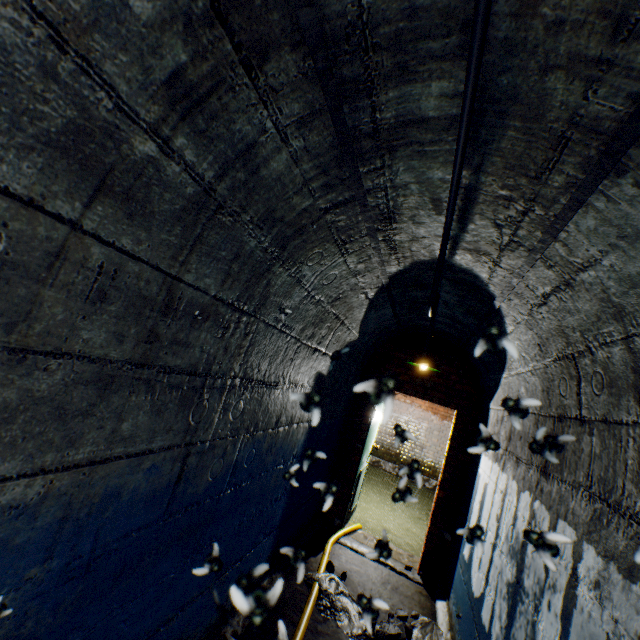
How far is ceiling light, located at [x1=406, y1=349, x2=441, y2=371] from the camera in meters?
4.1 m

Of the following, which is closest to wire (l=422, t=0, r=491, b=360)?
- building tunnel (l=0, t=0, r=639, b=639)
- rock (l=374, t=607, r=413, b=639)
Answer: building tunnel (l=0, t=0, r=639, b=639)

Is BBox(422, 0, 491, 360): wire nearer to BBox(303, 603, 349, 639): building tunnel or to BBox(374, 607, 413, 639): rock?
BBox(303, 603, 349, 639): building tunnel

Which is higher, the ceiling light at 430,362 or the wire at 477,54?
the wire at 477,54

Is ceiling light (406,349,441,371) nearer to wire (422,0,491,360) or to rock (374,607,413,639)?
wire (422,0,491,360)

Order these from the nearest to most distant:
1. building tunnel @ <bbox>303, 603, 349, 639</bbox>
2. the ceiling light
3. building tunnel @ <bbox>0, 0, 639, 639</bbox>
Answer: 1. building tunnel @ <bbox>0, 0, 639, 639</bbox>
2. building tunnel @ <bbox>303, 603, 349, 639</bbox>
3. the ceiling light

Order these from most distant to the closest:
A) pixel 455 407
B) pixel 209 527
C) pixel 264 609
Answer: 1. pixel 455 407
2. pixel 209 527
3. pixel 264 609

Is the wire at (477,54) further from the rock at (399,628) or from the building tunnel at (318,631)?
the rock at (399,628)
